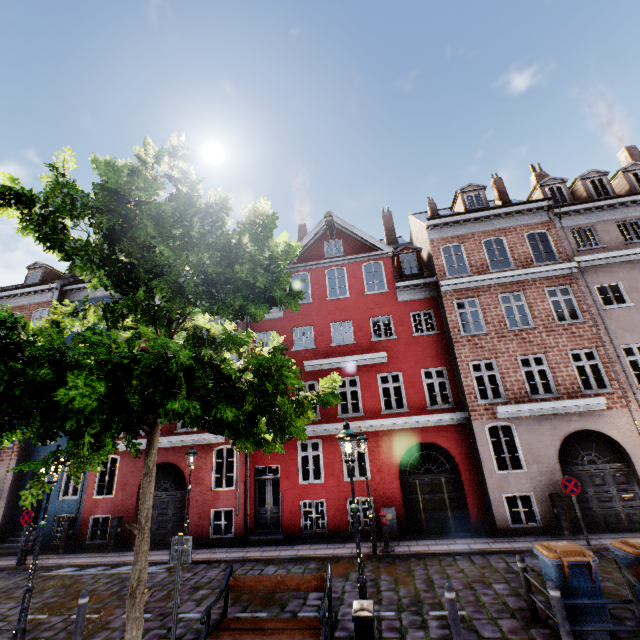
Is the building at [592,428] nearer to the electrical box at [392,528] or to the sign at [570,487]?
the electrical box at [392,528]

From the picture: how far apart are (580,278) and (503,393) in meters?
6.5 m

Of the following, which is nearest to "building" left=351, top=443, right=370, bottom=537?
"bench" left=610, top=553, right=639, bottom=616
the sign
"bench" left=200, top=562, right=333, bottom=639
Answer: the sign

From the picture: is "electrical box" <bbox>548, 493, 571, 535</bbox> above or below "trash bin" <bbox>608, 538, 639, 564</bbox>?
below

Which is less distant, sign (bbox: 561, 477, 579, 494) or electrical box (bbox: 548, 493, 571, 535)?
sign (bbox: 561, 477, 579, 494)

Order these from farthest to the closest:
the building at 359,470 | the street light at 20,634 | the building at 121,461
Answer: the building at 121,461, the building at 359,470, the street light at 20,634

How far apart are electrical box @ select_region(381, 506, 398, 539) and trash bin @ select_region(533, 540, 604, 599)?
6.6 meters

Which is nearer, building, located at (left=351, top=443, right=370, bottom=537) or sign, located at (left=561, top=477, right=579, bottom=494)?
sign, located at (left=561, top=477, right=579, bottom=494)
